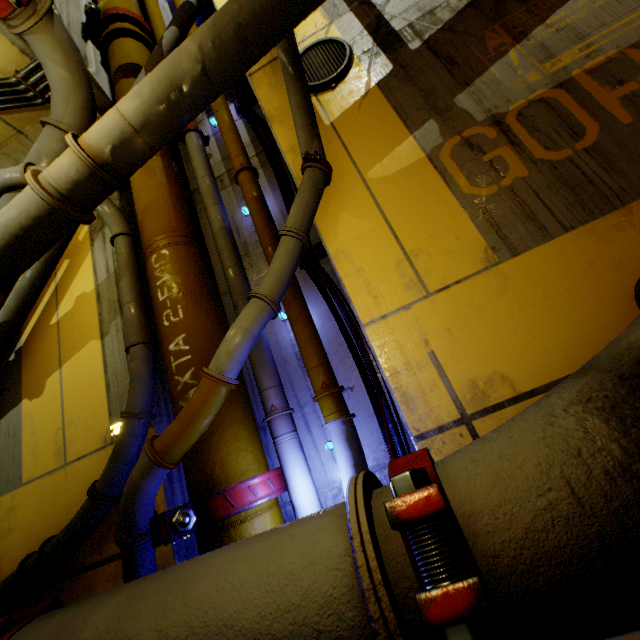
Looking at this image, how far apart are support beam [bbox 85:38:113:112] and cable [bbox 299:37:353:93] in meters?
3.2 m

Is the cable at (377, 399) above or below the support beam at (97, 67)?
below

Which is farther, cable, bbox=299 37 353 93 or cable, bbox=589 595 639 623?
cable, bbox=299 37 353 93

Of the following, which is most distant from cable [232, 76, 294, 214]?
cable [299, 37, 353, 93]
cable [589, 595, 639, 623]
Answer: cable [589, 595, 639, 623]

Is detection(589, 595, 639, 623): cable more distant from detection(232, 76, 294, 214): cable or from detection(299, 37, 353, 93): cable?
detection(299, 37, 353, 93): cable

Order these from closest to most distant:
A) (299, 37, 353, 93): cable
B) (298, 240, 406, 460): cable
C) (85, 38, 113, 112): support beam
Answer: (298, 240, 406, 460): cable, (299, 37, 353, 93): cable, (85, 38, 113, 112): support beam

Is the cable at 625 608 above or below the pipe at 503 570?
below

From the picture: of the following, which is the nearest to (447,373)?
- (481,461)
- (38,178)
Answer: (481,461)
